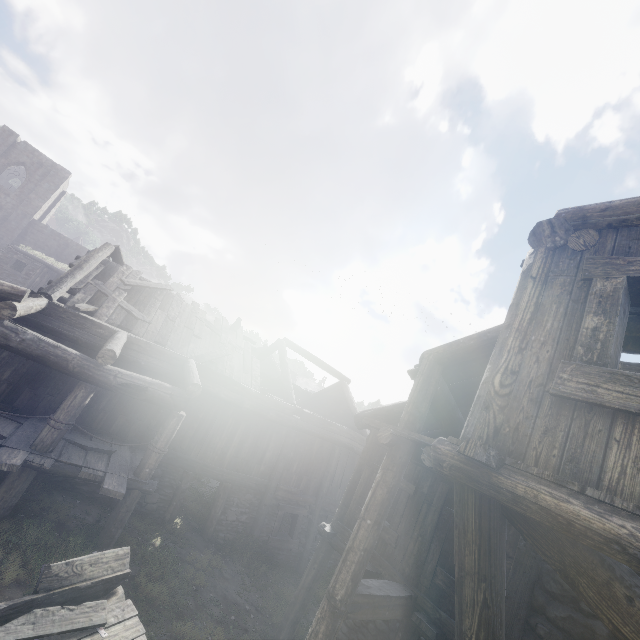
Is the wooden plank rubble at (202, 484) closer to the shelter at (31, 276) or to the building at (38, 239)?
the building at (38, 239)

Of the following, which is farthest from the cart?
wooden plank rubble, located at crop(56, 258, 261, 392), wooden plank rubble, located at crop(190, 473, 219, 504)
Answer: wooden plank rubble, located at crop(190, 473, 219, 504)

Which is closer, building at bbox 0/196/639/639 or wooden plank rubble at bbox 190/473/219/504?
building at bbox 0/196/639/639

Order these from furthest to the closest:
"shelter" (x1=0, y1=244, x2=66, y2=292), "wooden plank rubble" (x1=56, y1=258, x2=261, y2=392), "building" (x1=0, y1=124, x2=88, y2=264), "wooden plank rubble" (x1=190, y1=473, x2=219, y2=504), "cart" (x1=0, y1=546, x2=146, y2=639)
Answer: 1. "building" (x1=0, y1=124, x2=88, y2=264)
2. "shelter" (x1=0, y1=244, x2=66, y2=292)
3. "wooden plank rubble" (x1=190, y1=473, x2=219, y2=504)
4. "wooden plank rubble" (x1=56, y1=258, x2=261, y2=392)
5. "cart" (x1=0, y1=546, x2=146, y2=639)

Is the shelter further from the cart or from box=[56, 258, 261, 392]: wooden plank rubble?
the cart

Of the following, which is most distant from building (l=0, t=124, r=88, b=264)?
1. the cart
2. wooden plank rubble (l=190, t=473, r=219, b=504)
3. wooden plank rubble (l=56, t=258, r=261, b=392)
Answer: the cart

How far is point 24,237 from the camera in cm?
3181

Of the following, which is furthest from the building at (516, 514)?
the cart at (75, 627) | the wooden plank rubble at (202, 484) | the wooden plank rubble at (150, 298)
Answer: the cart at (75, 627)
